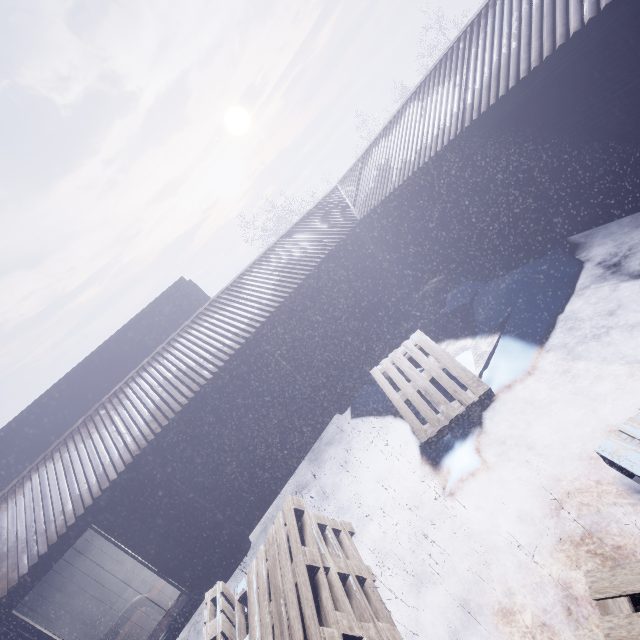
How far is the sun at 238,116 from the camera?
58.78m

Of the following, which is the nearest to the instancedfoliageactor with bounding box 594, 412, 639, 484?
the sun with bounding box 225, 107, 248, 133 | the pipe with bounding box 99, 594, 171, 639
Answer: the pipe with bounding box 99, 594, 171, 639

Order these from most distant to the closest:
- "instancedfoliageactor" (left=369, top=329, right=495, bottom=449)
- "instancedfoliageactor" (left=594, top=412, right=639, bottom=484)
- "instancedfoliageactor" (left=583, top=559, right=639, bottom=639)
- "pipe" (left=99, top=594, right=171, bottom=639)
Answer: "pipe" (left=99, top=594, right=171, bottom=639), "instancedfoliageactor" (left=369, top=329, right=495, bottom=449), "instancedfoliageactor" (left=594, top=412, right=639, bottom=484), "instancedfoliageactor" (left=583, top=559, right=639, bottom=639)

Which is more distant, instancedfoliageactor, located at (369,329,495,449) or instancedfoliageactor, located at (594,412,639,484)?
instancedfoliageactor, located at (369,329,495,449)

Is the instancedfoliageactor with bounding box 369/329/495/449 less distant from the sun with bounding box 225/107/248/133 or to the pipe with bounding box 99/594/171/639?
the pipe with bounding box 99/594/171/639

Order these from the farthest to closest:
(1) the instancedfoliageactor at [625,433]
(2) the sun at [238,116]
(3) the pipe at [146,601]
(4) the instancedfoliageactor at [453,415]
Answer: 1. (2) the sun at [238,116]
2. (3) the pipe at [146,601]
3. (4) the instancedfoliageactor at [453,415]
4. (1) the instancedfoliageactor at [625,433]

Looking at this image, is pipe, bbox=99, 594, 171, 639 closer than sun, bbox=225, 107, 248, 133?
Yes

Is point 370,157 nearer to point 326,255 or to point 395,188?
point 395,188
